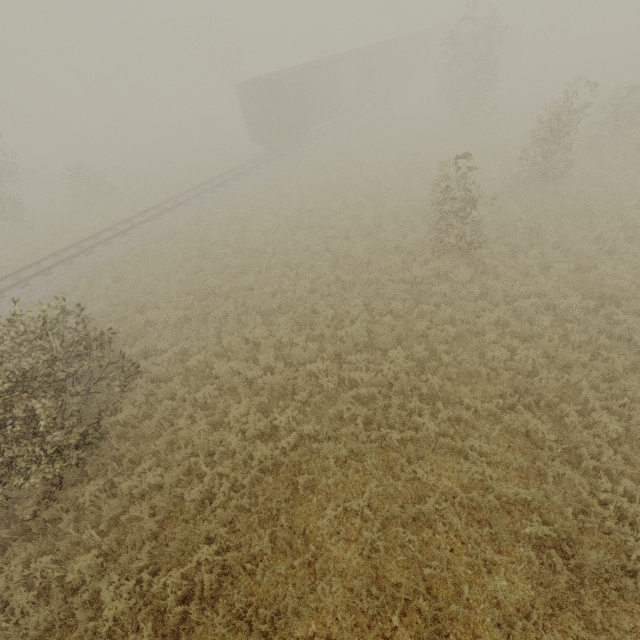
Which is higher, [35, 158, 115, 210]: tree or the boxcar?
the boxcar

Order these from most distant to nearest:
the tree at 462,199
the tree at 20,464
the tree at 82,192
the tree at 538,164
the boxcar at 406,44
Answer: the tree at 82,192
the boxcar at 406,44
the tree at 538,164
the tree at 462,199
the tree at 20,464

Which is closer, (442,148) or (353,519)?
(353,519)

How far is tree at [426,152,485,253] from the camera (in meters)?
9.90

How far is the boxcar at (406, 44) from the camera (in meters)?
22.47

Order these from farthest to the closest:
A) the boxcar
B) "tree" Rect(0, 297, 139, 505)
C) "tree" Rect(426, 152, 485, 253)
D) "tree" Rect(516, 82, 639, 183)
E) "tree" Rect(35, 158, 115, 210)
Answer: "tree" Rect(35, 158, 115, 210) < the boxcar < "tree" Rect(516, 82, 639, 183) < "tree" Rect(426, 152, 485, 253) < "tree" Rect(0, 297, 139, 505)

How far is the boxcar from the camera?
22.5m
